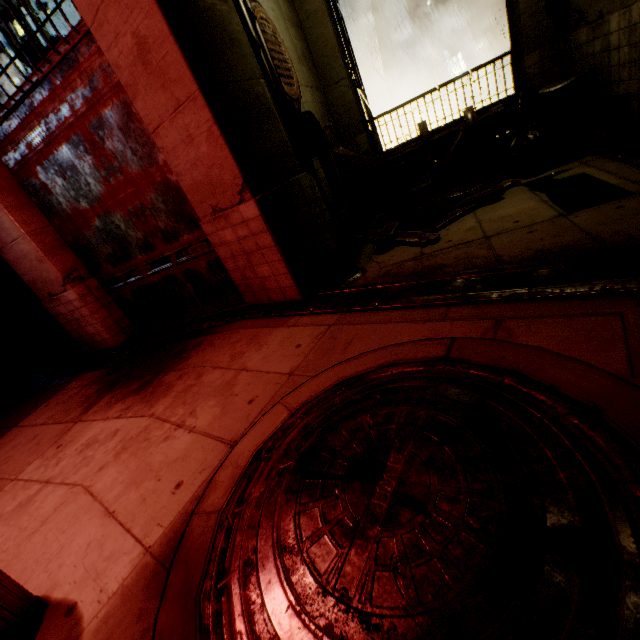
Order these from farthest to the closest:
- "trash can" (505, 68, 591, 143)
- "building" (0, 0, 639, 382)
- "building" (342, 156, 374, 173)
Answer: "building" (342, 156, 374, 173) < "trash can" (505, 68, 591, 143) < "building" (0, 0, 639, 382)

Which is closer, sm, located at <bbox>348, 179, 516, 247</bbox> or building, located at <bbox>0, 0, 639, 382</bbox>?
building, located at <bbox>0, 0, 639, 382</bbox>

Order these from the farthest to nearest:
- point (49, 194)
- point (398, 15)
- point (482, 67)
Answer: point (398, 15), point (482, 67), point (49, 194)

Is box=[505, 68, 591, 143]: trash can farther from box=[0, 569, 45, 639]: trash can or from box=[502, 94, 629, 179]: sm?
box=[0, 569, 45, 639]: trash can

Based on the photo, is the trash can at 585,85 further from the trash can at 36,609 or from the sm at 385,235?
the trash can at 36,609

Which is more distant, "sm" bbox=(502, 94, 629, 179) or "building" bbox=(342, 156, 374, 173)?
"building" bbox=(342, 156, 374, 173)

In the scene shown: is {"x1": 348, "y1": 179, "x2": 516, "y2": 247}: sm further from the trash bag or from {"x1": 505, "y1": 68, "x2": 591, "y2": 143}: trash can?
{"x1": 505, "y1": 68, "x2": 591, "y2": 143}: trash can

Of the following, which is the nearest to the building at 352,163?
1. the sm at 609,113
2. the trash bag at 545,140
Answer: the sm at 609,113
